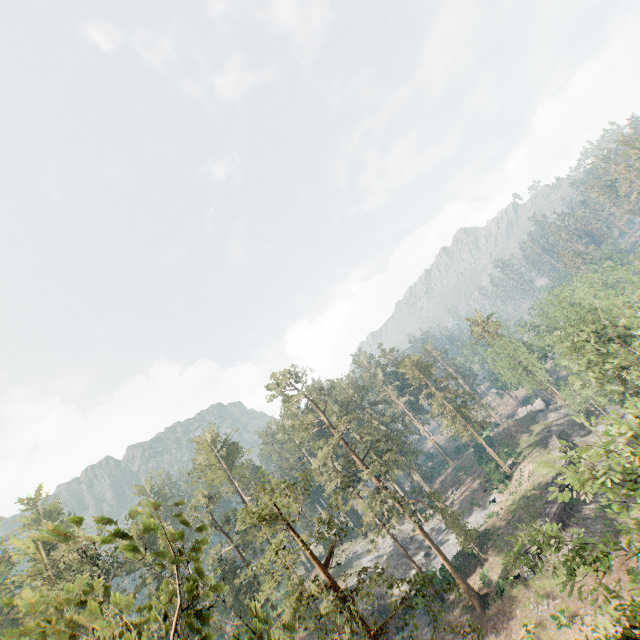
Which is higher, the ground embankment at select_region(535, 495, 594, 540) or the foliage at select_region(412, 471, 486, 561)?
the foliage at select_region(412, 471, 486, 561)

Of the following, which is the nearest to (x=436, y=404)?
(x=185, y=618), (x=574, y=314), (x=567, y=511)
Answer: (x=567, y=511)

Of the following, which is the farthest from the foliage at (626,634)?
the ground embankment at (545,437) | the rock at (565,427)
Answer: the ground embankment at (545,437)

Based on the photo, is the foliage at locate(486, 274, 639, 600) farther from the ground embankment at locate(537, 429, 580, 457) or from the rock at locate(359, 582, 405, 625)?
the ground embankment at locate(537, 429, 580, 457)

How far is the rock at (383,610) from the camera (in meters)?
38.84

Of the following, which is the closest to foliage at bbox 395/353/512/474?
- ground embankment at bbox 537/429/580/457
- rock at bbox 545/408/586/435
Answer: rock at bbox 545/408/586/435

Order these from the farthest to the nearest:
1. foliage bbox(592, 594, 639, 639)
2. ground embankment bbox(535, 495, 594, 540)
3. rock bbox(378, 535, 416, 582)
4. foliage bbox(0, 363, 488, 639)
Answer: rock bbox(378, 535, 416, 582)
ground embankment bbox(535, 495, 594, 540)
foliage bbox(592, 594, 639, 639)
foliage bbox(0, 363, 488, 639)
